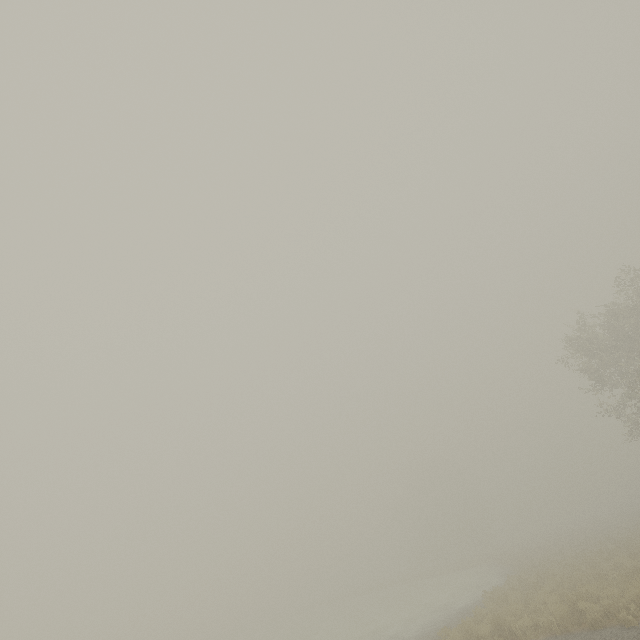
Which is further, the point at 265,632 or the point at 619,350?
the point at 265,632
